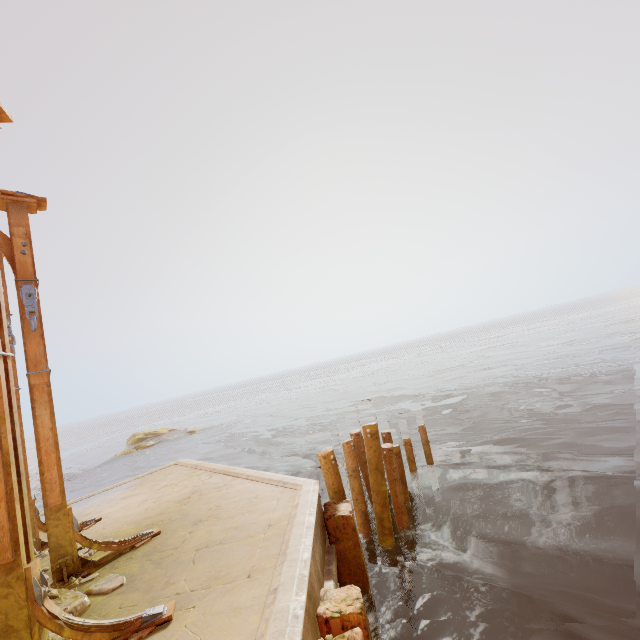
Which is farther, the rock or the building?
the rock

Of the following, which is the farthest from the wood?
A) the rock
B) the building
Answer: the rock

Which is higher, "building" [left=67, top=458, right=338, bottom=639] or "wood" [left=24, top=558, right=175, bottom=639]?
"wood" [left=24, top=558, right=175, bottom=639]

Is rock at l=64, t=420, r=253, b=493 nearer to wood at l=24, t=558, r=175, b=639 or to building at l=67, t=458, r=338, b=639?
building at l=67, t=458, r=338, b=639

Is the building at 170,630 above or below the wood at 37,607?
below

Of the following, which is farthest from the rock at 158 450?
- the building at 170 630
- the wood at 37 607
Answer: the wood at 37 607

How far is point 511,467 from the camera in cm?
920
